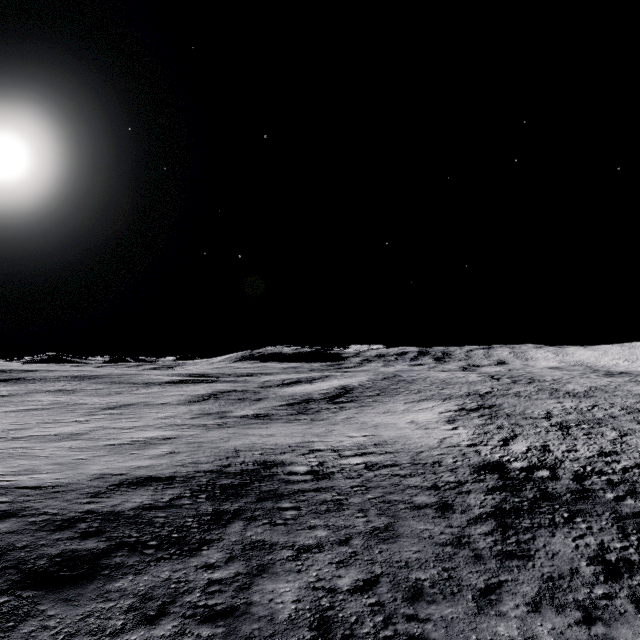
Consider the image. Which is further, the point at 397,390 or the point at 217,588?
the point at 397,390
